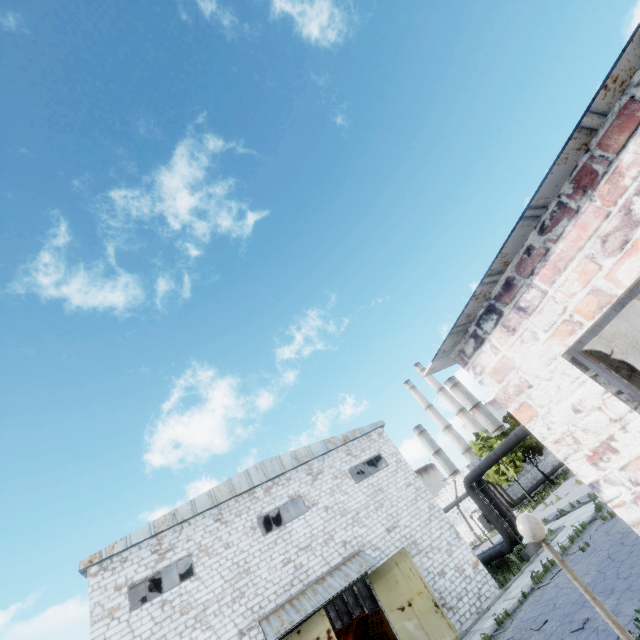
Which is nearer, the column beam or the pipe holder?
the pipe holder

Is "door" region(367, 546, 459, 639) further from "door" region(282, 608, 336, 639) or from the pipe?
the pipe

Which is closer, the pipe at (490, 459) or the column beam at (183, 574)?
the pipe at (490, 459)

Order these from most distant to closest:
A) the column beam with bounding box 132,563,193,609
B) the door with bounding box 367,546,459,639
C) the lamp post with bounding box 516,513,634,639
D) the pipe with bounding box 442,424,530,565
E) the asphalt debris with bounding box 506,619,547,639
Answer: the column beam with bounding box 132,563,193,609 → the pipe with bounding box 442,424,530,565 → the door with bounding box 367,546,459,639 → the asphalt debris with bounding box 506,619,547,639 → the lamp post with bounding box 516,513,634,639

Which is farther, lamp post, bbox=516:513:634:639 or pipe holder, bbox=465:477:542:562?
pipe holder, bbox=465:477:542:562

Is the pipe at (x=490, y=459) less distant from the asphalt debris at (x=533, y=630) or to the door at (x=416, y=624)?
the door at (x=416, y=624)

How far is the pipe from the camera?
18.59m

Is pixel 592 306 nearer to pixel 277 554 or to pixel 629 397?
pixel 629 397
